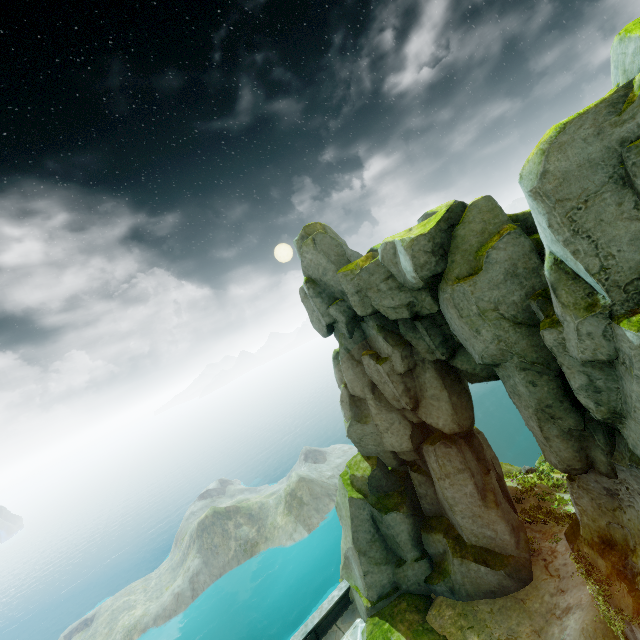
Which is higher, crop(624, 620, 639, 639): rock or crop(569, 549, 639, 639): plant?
crop(569, 549, 639, 639): plant

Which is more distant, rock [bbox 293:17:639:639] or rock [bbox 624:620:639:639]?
rock [bbox 624:620:639:639]

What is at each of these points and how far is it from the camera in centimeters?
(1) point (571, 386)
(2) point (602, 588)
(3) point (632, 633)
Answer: (1) rock, 827cm
(2) plant, 938cm
(3) rock, 888cm

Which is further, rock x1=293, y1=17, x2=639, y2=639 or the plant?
the plant

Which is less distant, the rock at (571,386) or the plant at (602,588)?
the rock at (571,386)

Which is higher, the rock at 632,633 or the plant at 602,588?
the plant at 602,588
